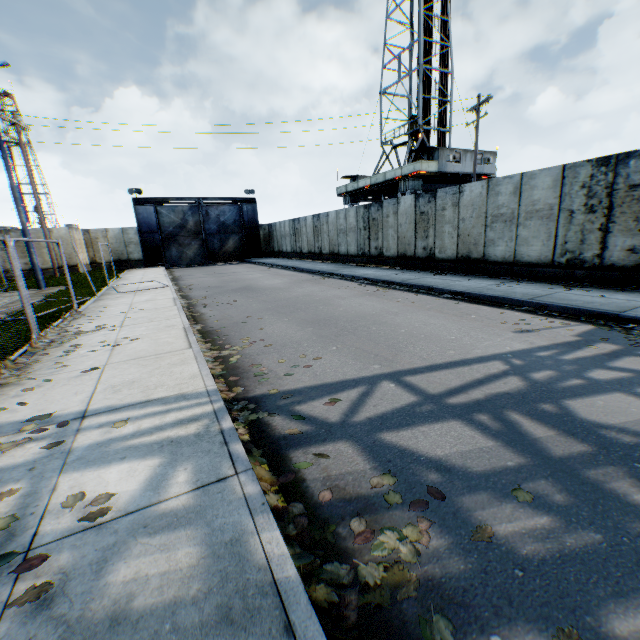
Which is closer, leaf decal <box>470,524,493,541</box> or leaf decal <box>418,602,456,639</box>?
leaf decal <box>418,602,456,639</box>

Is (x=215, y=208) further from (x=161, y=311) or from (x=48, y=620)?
(x=48, y=620)

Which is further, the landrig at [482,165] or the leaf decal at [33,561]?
the landrig at [482,165]

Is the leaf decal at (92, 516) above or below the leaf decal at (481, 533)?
above

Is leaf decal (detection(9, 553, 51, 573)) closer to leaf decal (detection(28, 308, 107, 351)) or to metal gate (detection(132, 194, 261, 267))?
leaf decal (detection(28, 308, 107, 351))

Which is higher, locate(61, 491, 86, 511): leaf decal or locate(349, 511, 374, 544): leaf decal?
locate(61, 491, 86, 511): leaf decal

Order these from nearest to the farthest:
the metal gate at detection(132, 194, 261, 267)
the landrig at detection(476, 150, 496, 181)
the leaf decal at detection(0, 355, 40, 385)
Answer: the leaf decal at detection(0, 355, 40, 385) → the landrig at detection(476, 150, 496, 181) → the metal gate at detection(132, 194, 261, 267)
